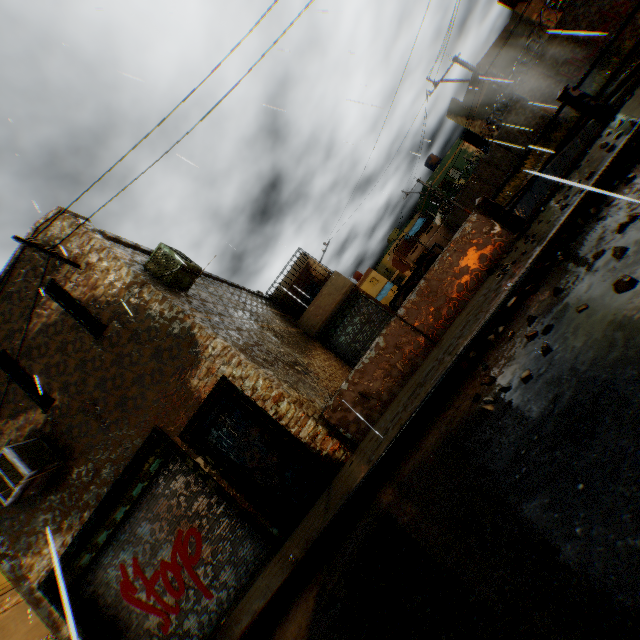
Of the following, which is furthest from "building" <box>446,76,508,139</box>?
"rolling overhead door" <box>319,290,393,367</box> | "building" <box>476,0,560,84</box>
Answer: "rolling overhead door" <box>319,290,393,367</box>

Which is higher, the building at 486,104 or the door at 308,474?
the building at 486,104

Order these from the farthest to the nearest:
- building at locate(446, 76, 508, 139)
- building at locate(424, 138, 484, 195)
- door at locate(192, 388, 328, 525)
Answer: A:
building at locate(424, 138, 484, 195)
building at locate(446, 76, 508, 139)
door at locate(192, 388, 328, 525)

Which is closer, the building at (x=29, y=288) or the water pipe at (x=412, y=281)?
the building at (x=29, y=288)

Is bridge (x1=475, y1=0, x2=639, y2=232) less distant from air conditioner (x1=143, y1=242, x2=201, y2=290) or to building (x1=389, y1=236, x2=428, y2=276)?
air conditioner (x1=143, y1=242, x2=201, y2=290)

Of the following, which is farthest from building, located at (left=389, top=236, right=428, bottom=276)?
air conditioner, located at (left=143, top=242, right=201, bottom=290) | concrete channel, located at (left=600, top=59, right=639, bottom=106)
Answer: air conditioner, located at (left=143, top=242, right=201, bottom=290)

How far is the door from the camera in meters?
6.1

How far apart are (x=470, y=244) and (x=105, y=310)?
7.5m
